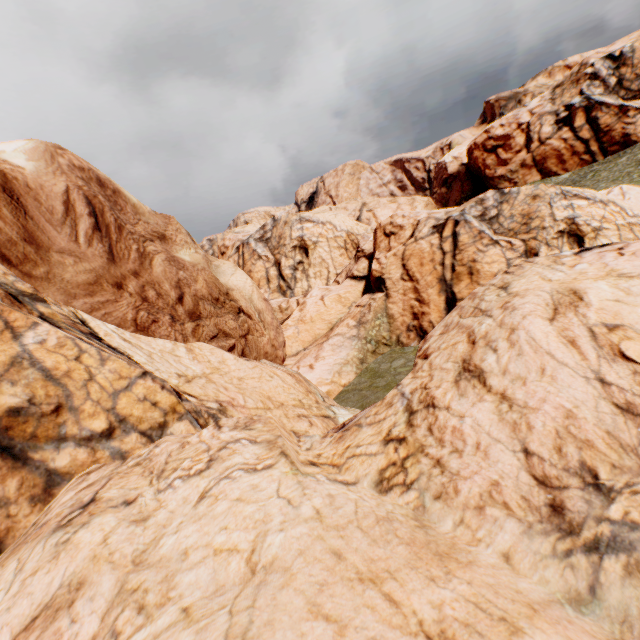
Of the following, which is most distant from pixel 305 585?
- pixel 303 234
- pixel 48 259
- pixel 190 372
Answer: pixel 303 234
